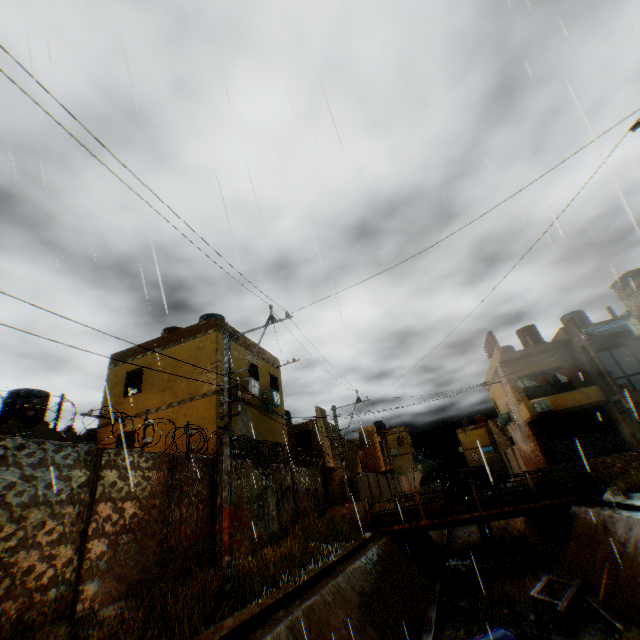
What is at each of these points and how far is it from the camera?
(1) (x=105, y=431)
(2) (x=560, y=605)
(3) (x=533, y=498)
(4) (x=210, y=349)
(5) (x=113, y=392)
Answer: (1) building, 15.7m
(2) steel platform, 9.0m
(3) bridge, 14.1m
(4) building, 15.5m
(5) building, 16.6m

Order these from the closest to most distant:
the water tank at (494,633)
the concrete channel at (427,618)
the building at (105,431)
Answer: the concrete channel at (427,618) < the water tank at (494,633) < the building at (105,431)

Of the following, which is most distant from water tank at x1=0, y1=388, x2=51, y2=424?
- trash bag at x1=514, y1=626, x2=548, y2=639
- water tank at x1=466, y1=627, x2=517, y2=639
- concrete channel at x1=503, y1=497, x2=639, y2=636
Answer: trash bag at x1=514, y1=626, x2=548, y2=639

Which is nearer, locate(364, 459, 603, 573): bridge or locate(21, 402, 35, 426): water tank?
locate(364, 459, 603, 573): bridge

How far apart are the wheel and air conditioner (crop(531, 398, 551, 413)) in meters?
14.2 m

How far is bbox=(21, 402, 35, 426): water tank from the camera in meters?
14.6 m

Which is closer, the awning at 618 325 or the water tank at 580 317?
the awning at 618 325

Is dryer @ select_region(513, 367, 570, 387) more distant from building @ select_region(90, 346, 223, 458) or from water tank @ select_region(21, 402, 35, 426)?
water tank @ select_region(21, 402, 35, 426)
